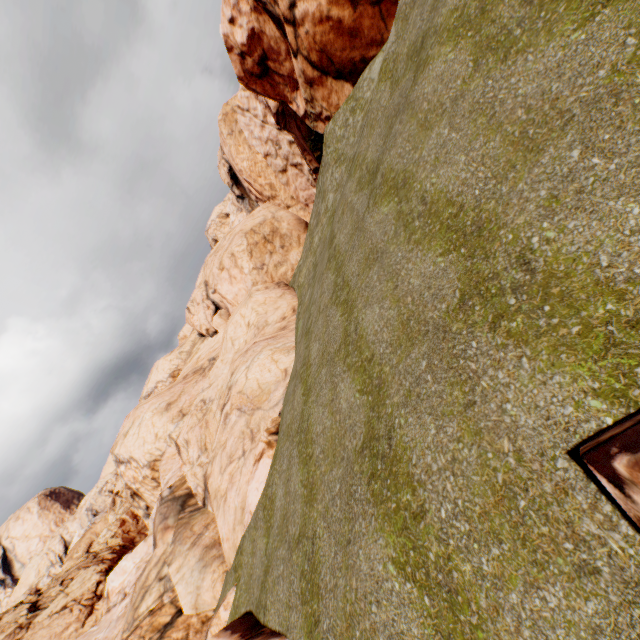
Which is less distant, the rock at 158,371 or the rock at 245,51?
the rock at 158,371

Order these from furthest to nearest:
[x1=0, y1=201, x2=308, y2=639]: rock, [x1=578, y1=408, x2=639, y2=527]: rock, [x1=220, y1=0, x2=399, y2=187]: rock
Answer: [x1=220, y1=0, x2=399, y2=187]: rock
[x1=0, y1=201, x2=308, y2=639]: rock
[x1=578, y1=408, x2=639, y2=527]: rock

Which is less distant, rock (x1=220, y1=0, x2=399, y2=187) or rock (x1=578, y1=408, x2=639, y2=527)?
rock (x1=578, y1=408, x2=639, y2=527)

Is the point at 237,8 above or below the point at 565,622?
above

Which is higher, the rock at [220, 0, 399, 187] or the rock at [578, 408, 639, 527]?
the rock at [220, 0, 399, 187]
